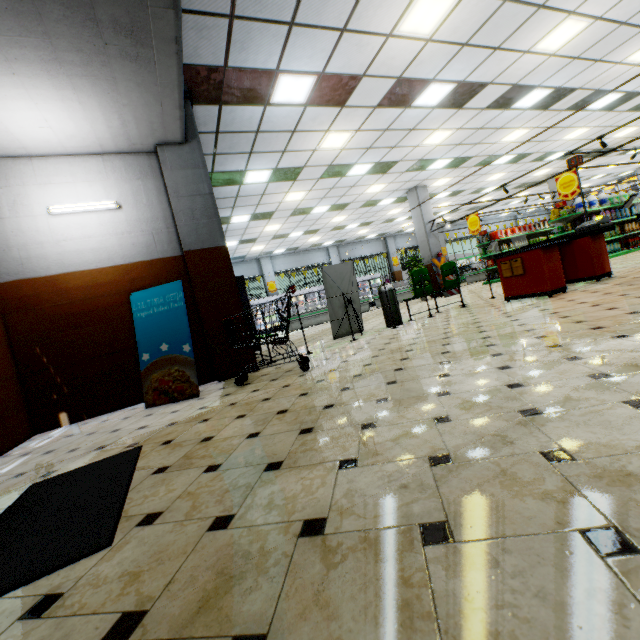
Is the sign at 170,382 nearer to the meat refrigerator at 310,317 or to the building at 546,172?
the building at 546,172

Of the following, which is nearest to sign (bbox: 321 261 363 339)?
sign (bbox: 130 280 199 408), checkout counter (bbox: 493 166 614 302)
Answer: checkout counter (bbox: 493 166 614 302)

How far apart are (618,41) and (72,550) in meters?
12.1

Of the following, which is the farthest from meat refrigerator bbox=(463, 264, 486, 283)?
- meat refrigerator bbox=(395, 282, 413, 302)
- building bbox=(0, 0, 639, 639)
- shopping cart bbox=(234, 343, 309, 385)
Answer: shopping cart bbox=(234, 343, 309, 385)

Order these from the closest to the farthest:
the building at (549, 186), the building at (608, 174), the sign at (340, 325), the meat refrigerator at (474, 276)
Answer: the sign at (340, 325), the building at (549, 186), the building at (608, 174), the meat refrigerator at (474, 276)

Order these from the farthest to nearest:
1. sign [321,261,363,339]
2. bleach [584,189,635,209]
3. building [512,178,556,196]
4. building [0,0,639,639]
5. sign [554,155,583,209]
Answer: building [512,178,556,196], bleach [584,189,635,209], sign [321,261,363,339], sign [554,155,583,209], building [0,0,639,639]

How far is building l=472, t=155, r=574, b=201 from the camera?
16.1m

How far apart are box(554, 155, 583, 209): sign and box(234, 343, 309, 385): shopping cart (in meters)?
9.16
